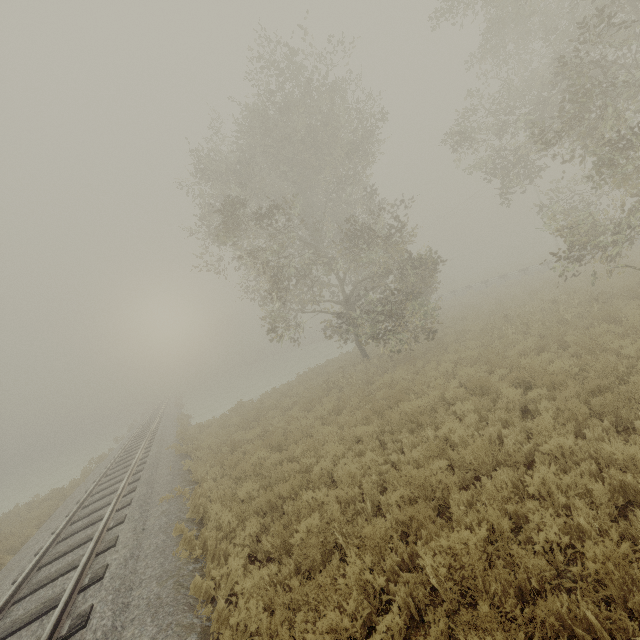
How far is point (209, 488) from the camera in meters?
10.0

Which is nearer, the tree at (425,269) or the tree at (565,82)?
the tree at (565,82)

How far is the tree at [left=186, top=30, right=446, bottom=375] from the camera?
14.7 meters

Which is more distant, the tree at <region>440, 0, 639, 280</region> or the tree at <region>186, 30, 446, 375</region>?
the tree at <region>186, 30, 446, 375</region>

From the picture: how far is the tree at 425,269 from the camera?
14.7m
